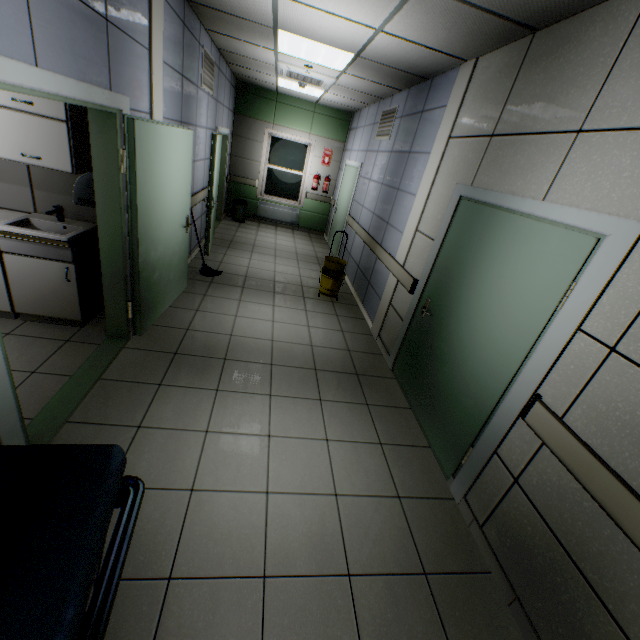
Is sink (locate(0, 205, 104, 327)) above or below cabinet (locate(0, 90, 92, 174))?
below

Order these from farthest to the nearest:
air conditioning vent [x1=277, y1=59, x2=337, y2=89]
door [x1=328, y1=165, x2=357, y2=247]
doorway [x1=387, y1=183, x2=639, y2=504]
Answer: door [x1=328, y1=165, x2=357, y2=247] < air conditioning vent [x1=277, y1=59, x2=337, y2=89] < doorway [x1=387, y1=183, x2=639, y2=504]

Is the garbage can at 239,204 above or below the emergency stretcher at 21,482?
below

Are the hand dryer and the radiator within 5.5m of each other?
no

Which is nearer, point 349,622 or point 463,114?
point 349,622

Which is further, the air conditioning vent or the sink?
the air conditioning vent

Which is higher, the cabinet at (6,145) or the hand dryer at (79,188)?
the cabinet at (6,145)

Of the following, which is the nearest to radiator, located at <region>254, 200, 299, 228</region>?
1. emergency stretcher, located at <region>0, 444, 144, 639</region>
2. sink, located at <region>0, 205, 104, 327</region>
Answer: sink, located at <region>0, 205, 104, 327</region>
